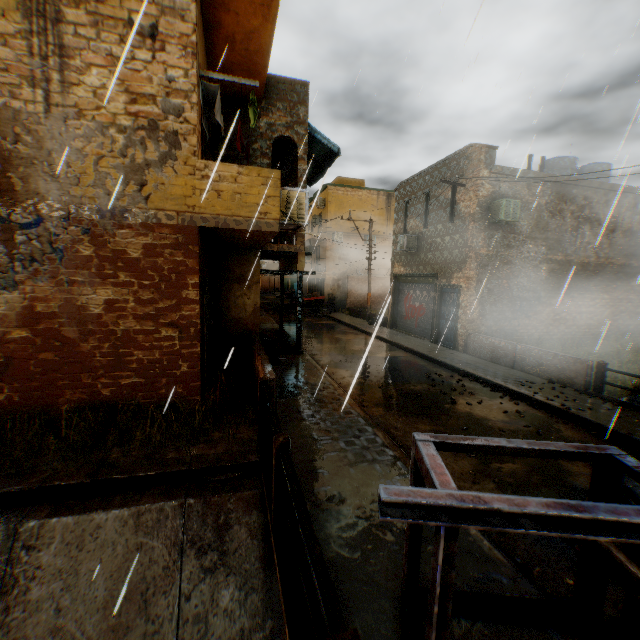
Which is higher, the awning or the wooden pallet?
the awning

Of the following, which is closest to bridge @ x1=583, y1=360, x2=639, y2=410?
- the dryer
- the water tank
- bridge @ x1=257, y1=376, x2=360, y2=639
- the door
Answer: the water tank

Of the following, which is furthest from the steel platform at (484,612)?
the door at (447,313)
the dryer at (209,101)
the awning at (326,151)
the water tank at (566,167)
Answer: the water tank at (566,167)

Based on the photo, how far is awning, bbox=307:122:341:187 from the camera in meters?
11.9 m

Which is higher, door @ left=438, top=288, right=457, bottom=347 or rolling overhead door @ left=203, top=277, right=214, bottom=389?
rolling overhead door @ left=203, top=277, right=214, bottom=389

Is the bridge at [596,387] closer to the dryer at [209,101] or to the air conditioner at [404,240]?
the air conditioner at [404,240]

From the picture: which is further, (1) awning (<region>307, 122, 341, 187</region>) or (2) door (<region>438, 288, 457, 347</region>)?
(2) door (<region>438, 288, 457, 347</region>)

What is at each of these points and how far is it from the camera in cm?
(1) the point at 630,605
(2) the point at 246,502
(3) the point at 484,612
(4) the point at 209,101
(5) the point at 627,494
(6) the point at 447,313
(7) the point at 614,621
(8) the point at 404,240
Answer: (1) awning frame, 247
(2) concrete channel, 528
(3) steel platform, 284
(4) dryer, 725
(5) awning frame, 249
(6) door, 1479
(7) wooden pallet, 279
(8) air conditioner, 1680
